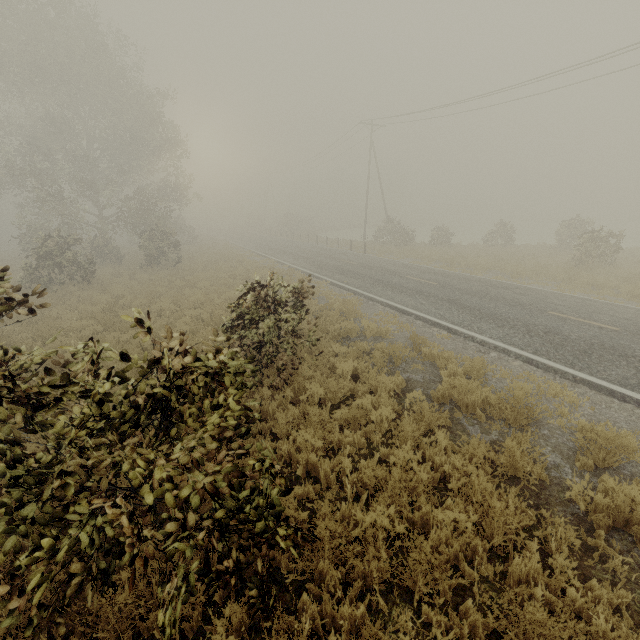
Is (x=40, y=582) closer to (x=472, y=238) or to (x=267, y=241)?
(x=267, y=241)
